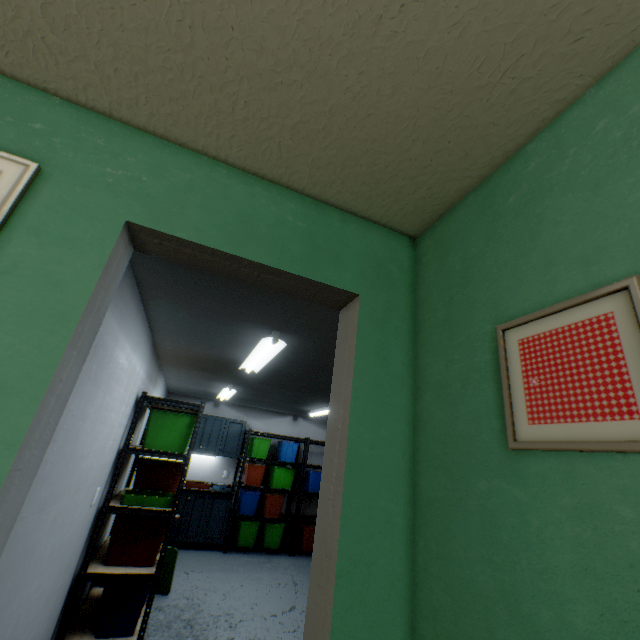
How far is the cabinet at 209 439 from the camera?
6.02m

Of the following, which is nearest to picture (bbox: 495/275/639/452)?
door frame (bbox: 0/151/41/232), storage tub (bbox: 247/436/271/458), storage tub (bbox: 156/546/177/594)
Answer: door frame (bbox: 0/151/41/232)

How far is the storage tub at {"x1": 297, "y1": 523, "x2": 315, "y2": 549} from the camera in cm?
587

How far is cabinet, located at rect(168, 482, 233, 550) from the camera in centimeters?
527cm

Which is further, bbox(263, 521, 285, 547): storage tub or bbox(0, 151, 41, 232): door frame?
bbox(263, 521, 285, 547): storage tub

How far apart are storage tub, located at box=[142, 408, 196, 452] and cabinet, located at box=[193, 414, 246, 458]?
2.76m

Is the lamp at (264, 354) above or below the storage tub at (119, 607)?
above

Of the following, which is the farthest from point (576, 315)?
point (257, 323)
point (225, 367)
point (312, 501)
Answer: point (312, 501)
